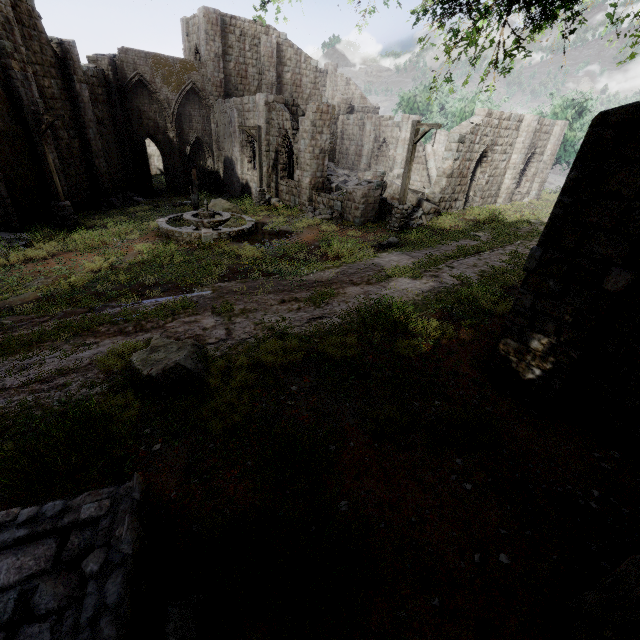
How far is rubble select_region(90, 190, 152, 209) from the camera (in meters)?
20.70

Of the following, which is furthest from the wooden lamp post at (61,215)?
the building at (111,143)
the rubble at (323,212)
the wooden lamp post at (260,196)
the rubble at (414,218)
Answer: the rubble at (414,218)

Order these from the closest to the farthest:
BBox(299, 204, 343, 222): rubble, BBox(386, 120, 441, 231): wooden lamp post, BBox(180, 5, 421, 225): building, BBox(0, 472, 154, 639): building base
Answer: BBox(0, 472, 154, 639): building base, BBox(386, 120, 441, 231): wooden lamp post, BBox(299, 204, 343, 222): rubble, BBox(180, 5, 421, 225): building

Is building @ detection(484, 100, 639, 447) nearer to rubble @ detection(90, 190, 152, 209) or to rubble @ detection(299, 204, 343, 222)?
rubble @ detection(299, 204, 343, 222)

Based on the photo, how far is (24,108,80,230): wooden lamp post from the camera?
13.1m

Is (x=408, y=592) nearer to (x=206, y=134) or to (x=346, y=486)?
(x=346, y=486)

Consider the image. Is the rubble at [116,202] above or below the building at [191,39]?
below

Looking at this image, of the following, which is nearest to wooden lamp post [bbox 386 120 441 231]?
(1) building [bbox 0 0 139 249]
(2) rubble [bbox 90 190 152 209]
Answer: (1) building [bbox 0 0 139 249]
